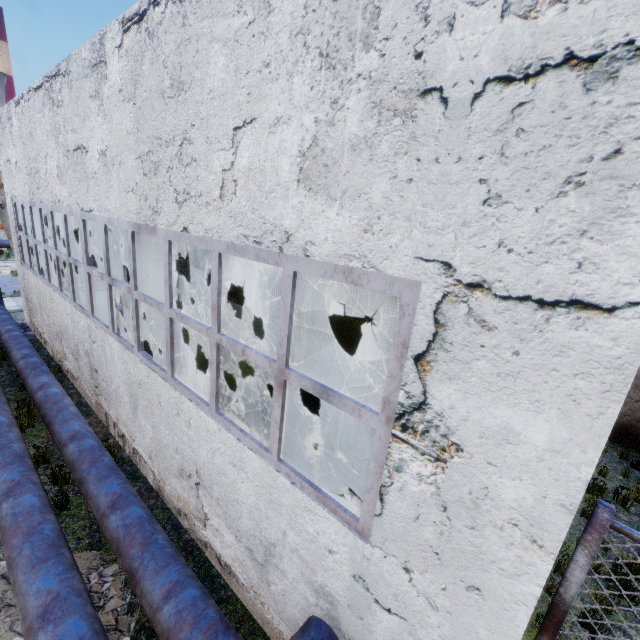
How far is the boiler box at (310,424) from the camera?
6.8 meters

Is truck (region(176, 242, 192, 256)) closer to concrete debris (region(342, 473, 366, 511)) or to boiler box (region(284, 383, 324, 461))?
boiler box (region(284, 383, 324, 461))

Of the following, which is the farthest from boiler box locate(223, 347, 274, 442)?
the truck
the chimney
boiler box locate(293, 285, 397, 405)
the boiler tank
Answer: the truck

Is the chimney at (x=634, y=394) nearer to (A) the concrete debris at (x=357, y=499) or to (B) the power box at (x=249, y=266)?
(A) the concrete debris at (x=357, y=499)

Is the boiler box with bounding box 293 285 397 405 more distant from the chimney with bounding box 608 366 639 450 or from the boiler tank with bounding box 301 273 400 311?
the chimney with bounding box 608 366 639 450

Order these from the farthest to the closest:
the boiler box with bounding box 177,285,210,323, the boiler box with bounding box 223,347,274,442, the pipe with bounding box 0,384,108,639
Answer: the boiler box with bounding box 177,285,210,323, the boiler box with bounding box 223,347,274,442, the pipe with bounding box 0,384,108,639

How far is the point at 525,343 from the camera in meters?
1.9

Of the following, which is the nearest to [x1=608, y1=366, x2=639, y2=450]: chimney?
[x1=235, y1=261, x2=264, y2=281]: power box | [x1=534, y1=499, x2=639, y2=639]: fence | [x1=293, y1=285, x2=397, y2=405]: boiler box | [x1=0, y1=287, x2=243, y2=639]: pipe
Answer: [x1=293, y1=285, x2=397, y2=405]: boiler box
